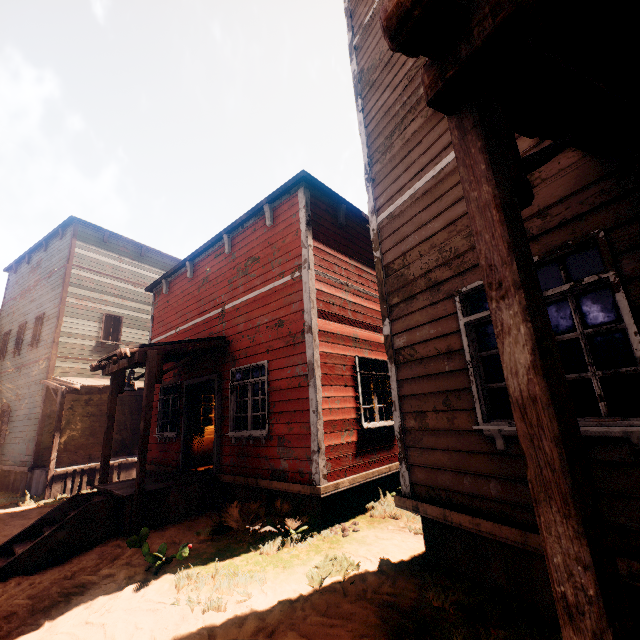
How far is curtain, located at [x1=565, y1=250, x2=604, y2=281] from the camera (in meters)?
2.68

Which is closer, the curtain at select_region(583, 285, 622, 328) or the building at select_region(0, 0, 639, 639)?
the building at select_region(0, 0, 639, 639)

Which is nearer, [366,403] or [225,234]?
[366,403]

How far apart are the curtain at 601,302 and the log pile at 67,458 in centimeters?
1546cm

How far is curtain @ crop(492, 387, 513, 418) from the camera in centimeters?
323cm

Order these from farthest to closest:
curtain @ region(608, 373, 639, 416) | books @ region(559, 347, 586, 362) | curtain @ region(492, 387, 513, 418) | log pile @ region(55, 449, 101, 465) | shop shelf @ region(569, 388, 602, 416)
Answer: log pile @ region(55, 449, 101, 465), books @ region(559, 347, 586, 362), shop shelf @ region(569, 388, 602, 416), curtain @ region(492, 387, 513, 418), curtain @ region(608, 373, 639, 416)

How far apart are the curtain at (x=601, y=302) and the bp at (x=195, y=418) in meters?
8.7

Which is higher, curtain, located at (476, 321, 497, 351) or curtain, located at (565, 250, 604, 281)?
curtain, located at (565, 250, 604, 281)
